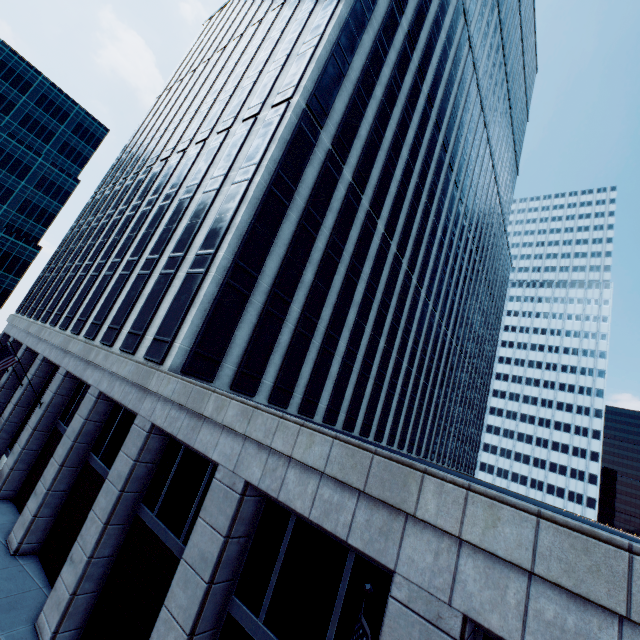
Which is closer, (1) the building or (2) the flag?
(2) the flag

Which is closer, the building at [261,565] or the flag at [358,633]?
the flag at [358,633]

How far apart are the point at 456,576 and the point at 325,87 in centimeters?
2450cm
